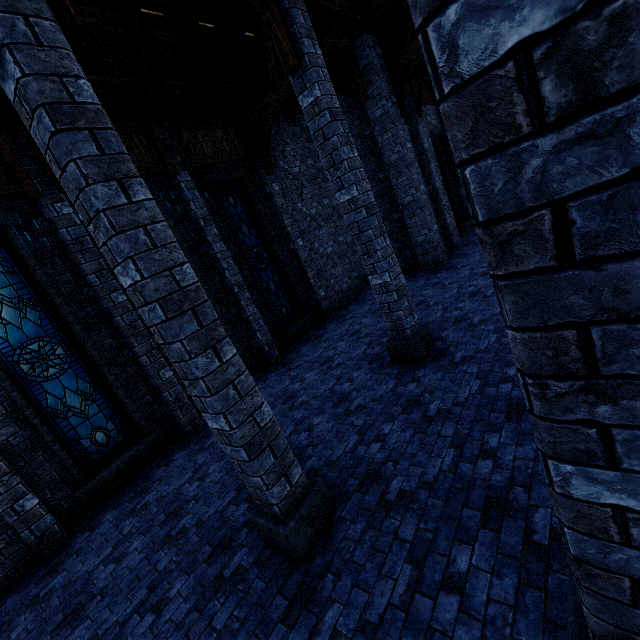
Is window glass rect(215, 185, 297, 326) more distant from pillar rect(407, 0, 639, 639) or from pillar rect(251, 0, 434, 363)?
pillar rect(407, 0, 639, 639)

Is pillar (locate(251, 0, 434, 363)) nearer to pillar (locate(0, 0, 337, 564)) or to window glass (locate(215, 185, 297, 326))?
pillar (locate(0, 0, 337, 564))

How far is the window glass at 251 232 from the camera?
9.85m

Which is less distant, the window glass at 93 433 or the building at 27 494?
the building at 27 494

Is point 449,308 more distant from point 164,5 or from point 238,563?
point 164,5

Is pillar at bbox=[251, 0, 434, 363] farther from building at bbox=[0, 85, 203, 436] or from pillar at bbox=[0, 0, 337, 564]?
pillar at bbox=[0, 0, 337, 564]

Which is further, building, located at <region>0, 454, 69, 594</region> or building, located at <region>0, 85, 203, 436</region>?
building, located at <region>0, 85, 203, 436</region>

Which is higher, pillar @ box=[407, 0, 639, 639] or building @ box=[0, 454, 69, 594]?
pillar @ box=[407, 0, 639, 639]
